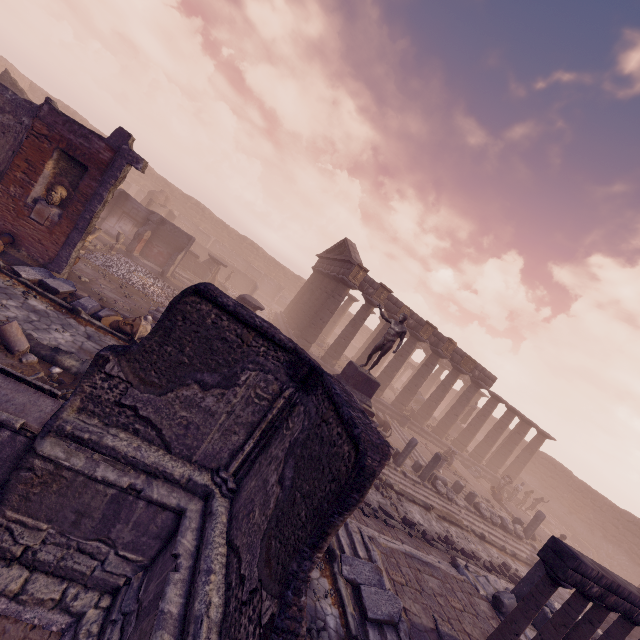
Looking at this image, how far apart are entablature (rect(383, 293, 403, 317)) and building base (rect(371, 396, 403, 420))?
5.29m

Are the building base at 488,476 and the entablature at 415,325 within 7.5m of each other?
yes

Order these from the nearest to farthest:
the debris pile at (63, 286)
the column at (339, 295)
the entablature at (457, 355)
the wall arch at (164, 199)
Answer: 1. the debris pile at (63, 286)
2. the column at (339, 295)
3. the entablature at (457, 355)
4. the wall arch at (164, 199)

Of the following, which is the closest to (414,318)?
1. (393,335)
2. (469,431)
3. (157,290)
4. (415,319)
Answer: (415,319)

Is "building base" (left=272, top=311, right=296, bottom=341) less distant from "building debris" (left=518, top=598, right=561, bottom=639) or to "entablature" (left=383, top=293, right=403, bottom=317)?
"entablature" (left=383, top=293, right=403, bottom=317)

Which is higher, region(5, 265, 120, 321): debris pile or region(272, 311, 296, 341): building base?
region(272, 311, 296, 341): building base

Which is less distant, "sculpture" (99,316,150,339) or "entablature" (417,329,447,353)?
"sculpture" (99,316,150,339)
